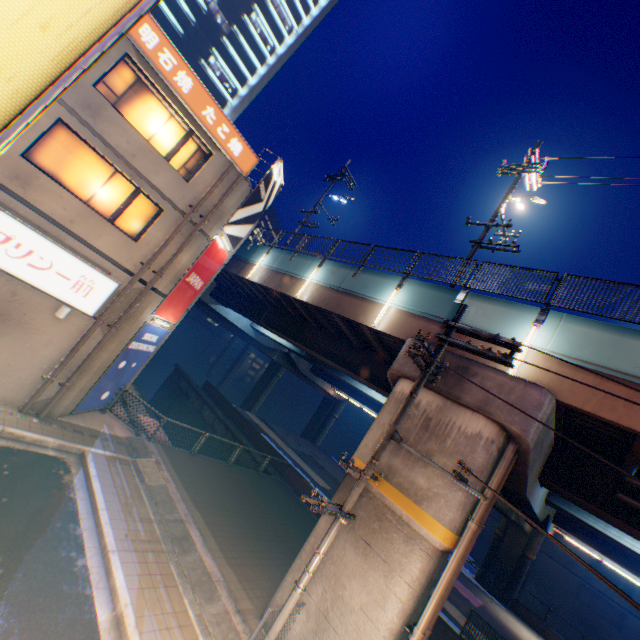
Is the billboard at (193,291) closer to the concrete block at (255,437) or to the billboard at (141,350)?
the billboard at (141,350)

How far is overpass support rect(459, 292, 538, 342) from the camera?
9.7 meters

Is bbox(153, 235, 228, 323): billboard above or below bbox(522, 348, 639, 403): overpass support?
below

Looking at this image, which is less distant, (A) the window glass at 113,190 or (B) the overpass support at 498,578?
(A) the window glass at 113,190

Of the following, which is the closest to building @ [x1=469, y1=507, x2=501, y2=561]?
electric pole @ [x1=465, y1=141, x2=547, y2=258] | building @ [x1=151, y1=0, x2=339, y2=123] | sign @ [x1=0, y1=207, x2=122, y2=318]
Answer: electric pole @ [x1=465, y1=141, x2=547, y2=258]

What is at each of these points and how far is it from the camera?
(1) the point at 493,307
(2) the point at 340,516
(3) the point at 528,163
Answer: (1) overpass support, 10.5 meters
(2) electric pole, 6.8 meters
(3) electric pole, 13.8 meters

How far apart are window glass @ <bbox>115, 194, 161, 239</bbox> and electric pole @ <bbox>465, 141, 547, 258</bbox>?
13.13m

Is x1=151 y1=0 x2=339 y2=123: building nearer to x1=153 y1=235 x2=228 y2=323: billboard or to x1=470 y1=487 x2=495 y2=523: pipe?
x1=153 y1=235 x2=228 y2=323: billboard
